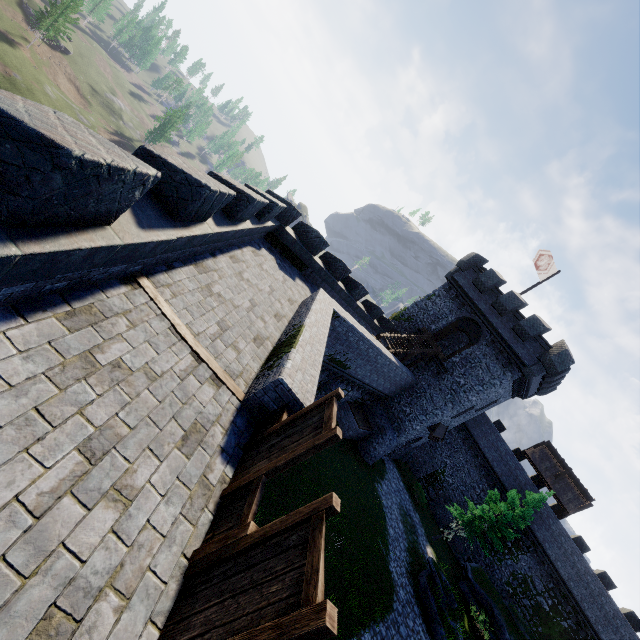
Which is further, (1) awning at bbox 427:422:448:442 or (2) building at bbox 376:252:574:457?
(1) awning at bbox 427:422:448:442

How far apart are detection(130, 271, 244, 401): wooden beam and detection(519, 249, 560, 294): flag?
26.5 meters

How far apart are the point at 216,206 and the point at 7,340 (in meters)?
4.18

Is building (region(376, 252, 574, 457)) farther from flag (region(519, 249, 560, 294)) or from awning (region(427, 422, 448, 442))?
flag (region(519, 249, 560, 294))

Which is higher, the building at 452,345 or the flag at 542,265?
the flag at 542,265

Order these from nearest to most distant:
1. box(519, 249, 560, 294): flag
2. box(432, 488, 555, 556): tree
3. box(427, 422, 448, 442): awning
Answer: box(519, 249, 560, 294): flag < box(432, 488, 555, 556): tree < box(427, 422, 448, 442): awning

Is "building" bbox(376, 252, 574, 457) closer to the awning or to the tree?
the awning

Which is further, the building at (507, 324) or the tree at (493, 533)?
the tree at (493, 533)
